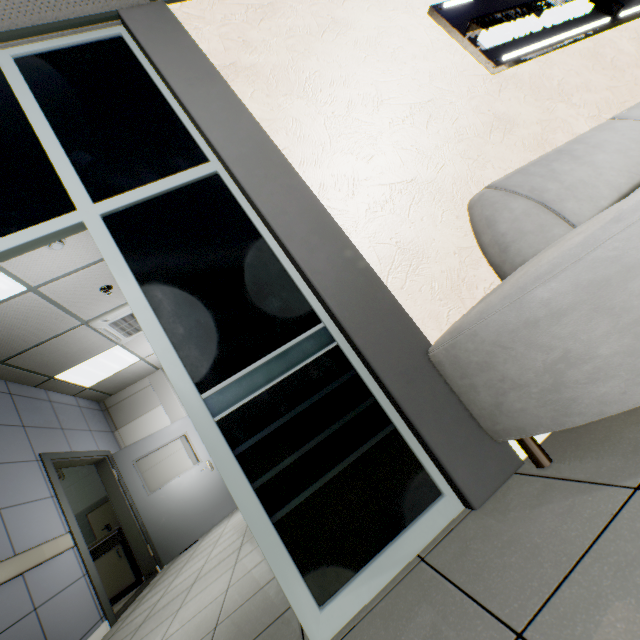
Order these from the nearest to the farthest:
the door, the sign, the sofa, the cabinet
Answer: the sofa
the sign
the door
the cabinet

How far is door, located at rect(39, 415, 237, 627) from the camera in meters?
4.0 m

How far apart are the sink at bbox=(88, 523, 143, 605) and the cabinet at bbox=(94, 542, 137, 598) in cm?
4

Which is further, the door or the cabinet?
the cabinet

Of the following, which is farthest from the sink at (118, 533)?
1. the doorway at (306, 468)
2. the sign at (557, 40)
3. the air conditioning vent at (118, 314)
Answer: the sign at (557, 40)

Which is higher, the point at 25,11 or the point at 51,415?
the point at 25,11

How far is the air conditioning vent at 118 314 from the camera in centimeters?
431cm

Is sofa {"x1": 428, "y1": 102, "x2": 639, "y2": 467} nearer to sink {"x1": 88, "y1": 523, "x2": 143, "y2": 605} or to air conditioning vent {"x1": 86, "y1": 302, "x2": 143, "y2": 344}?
air conditioning vent {"x1": 86, "y1": 302, "x2": 143, "y2": 344}
